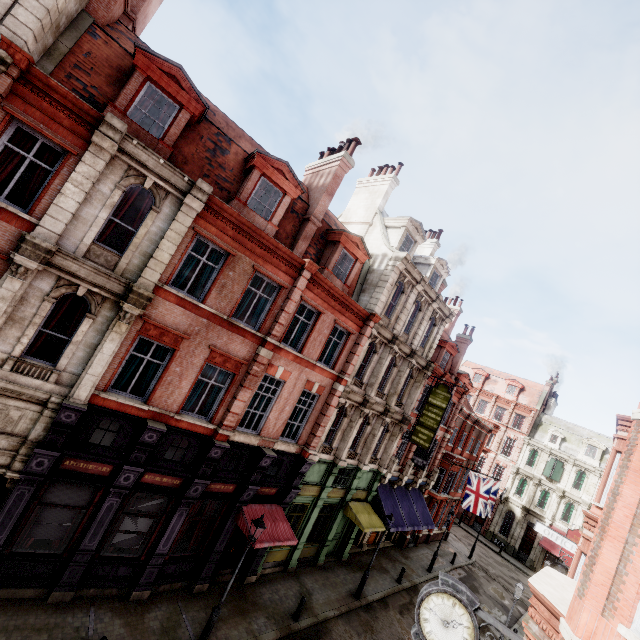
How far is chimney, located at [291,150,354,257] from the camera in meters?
15.0

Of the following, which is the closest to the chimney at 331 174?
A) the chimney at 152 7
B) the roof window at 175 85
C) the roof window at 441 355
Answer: the roof window at 175 85

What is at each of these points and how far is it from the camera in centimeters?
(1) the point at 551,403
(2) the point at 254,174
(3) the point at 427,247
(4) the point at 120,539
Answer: (1) chimney, 4622cm
(2) roof window, 1276cm
(3) chimney, 2650cm
(4) sign, 1152cm

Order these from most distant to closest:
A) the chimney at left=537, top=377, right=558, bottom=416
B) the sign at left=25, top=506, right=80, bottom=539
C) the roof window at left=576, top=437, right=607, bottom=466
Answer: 1. the chimney at left=537, top=377, right=558, bottom=416
2. the roof window at left=576, top=437, right=607, bottom=466
3. the sign at left=25, top=506, right=80, bottom=539

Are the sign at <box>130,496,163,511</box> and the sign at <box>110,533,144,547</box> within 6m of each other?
yes

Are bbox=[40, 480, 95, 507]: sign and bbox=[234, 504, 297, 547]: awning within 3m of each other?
no

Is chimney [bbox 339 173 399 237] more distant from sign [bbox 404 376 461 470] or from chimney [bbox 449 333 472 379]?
chimney [bbox 449 333 472 379]

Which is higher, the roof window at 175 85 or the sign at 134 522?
the roof window at 175 85
